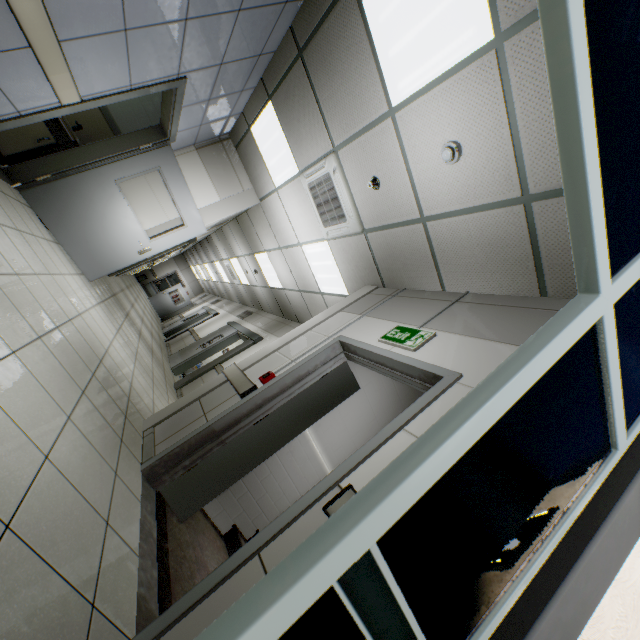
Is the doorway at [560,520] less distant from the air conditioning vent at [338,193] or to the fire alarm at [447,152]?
the fire alarm at [447,152]

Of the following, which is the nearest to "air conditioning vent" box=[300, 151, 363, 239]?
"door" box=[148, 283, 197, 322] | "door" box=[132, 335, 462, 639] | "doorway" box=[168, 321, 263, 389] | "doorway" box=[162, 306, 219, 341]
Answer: "door" box=[132, 335, 462, 639]

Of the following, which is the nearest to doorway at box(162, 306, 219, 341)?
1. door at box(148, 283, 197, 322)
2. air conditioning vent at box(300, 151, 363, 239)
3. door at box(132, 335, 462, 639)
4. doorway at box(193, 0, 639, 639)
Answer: door at box(148, 283, 197, 322)

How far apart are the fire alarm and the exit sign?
1.43m

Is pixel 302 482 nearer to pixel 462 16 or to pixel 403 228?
pixel 403 228

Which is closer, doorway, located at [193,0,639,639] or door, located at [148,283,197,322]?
doorway, located at [193,0,639,639]

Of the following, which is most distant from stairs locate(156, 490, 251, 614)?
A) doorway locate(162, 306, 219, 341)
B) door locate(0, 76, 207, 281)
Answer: doorway locate(162, 306, 219, 341)

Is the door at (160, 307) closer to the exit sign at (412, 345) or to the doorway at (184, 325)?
the doorway at (184, 325)
